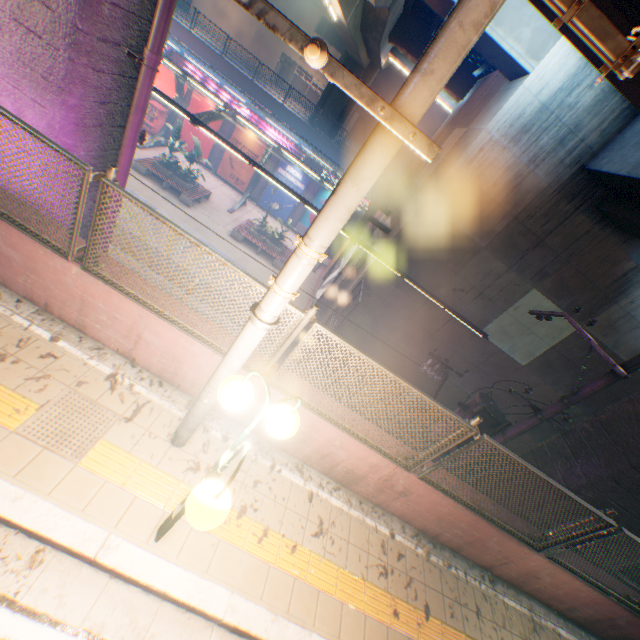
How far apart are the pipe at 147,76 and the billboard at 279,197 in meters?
20.2

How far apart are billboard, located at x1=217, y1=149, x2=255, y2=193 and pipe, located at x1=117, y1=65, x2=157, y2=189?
20.48m

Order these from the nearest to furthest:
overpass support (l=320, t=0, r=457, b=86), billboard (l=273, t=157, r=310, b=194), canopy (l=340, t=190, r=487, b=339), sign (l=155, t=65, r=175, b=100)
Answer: canopy (l=340, t=190, r=487, b=339), overpass support (l=320, t=0, r=457, b=86), sign (l=155, t=65, r=175, b=100), billboard (l=273, t=157, r=310, b=194)

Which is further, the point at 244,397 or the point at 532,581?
the point at 532,581

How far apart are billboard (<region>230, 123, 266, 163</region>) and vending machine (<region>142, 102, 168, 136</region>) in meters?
4.8

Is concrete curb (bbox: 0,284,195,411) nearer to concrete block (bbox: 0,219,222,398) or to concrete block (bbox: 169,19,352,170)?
concrete block (bbox: 0,219,222,398)

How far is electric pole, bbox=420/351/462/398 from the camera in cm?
973

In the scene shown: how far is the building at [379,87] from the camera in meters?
36.6 m
